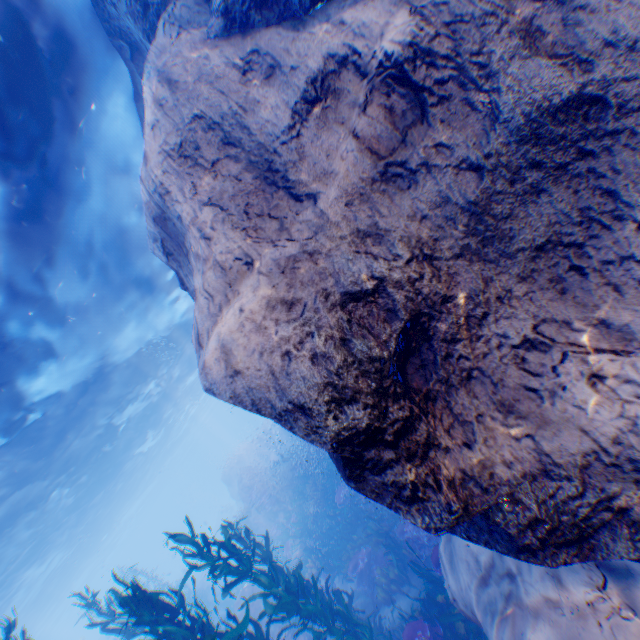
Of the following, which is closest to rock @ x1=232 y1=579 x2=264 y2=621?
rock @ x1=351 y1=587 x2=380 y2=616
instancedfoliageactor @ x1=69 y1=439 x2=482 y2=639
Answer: instancedfoliageactor @ x1=69 y1=439 x2=482 y2=639

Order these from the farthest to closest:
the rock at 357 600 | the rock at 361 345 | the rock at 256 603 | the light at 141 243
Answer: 1. the rock at 256 603
2. the rock at 357 600
3. the light at 141 243
4. the rock at 361 345

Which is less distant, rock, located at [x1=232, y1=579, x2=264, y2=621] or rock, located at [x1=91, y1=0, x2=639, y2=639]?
rock, located at [x1=91, y1=0, x2=639, y2=639]

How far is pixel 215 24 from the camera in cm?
418

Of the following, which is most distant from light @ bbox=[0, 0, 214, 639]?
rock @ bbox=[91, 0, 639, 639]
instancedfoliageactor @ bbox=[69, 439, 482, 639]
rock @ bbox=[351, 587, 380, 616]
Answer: rock @ bbox=[351, 587, 380, 616]

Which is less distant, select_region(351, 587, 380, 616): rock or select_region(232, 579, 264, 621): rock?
select_region(351, 587, 380, 616): rock

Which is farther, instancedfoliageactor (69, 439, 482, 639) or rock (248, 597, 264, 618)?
rock (248, 597, 264, 618)

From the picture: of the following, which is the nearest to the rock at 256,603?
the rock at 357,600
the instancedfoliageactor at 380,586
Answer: the instancedfoliageactor at 380,586
